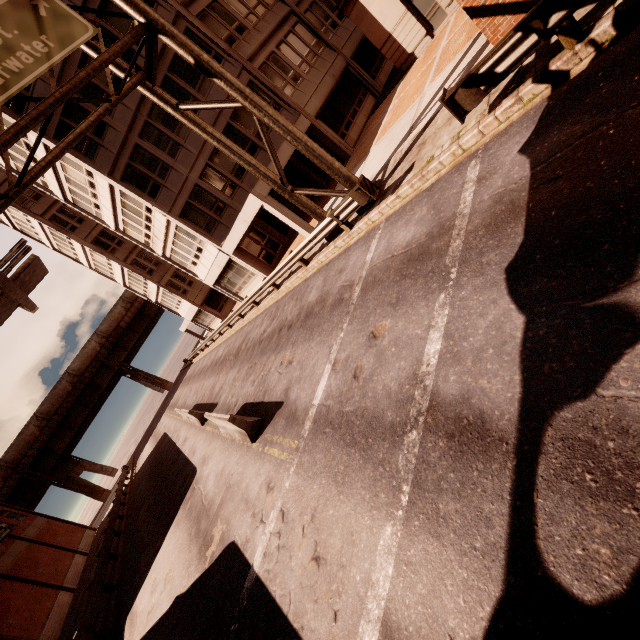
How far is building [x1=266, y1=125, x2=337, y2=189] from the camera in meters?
17.6

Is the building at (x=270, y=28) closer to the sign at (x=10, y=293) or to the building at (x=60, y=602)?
the sign at (x=10, y=293)

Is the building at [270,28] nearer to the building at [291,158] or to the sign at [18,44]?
the building at [291,158]

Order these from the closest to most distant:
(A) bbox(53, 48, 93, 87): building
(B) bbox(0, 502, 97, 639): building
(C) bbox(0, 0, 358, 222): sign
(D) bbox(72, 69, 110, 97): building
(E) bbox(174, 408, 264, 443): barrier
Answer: (C) bbox(0, 0, 358, 222): sign < (E) bbox(174, 408, 264, 443): barrier < (A) bbox(53, 48, 93, 87): building < (D) bbox(72, 69, 110, 97): building < (B) bbox(0, 502, 97, 639): building

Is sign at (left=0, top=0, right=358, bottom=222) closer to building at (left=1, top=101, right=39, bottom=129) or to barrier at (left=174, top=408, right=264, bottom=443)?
building at (left=1, top=101, right=39, bottom=129)

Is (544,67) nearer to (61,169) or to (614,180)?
(614,180)
